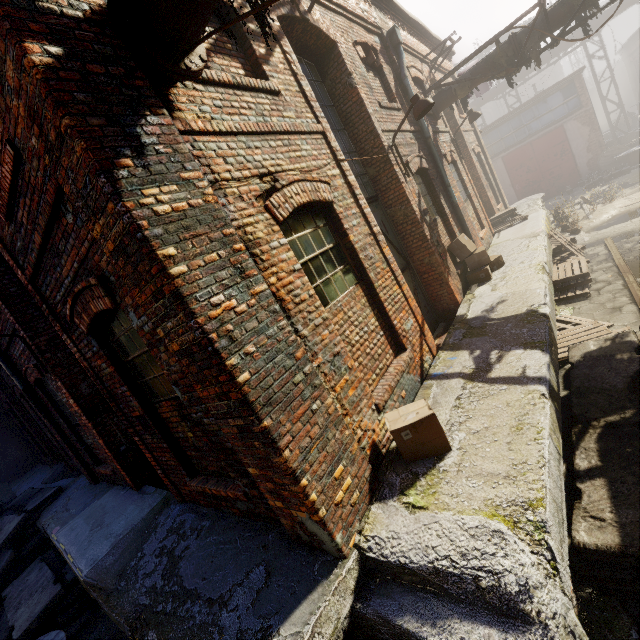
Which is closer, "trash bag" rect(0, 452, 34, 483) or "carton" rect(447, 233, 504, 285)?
"carton" rect(447, 233, 504, 285)

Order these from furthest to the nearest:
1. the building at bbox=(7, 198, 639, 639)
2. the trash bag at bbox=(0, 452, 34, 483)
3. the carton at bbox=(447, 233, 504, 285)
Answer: the trash bag at bbox=(0, 452, 34, 483), the carton at bbox=(447, 233, 504, 285), the building at bbox=(7, 198, 639, 639)

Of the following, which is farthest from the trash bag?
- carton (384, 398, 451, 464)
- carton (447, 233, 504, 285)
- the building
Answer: carton (447, 233, 504, 285)

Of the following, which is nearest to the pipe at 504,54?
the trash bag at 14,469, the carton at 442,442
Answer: the carton at 442,442

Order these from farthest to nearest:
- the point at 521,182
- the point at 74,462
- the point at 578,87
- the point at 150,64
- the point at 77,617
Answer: the point at 521,182, the point at 578,87, the point at 74,462, the point at 77,617, the point at 150,64

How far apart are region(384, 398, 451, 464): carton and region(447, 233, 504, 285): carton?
5.17m

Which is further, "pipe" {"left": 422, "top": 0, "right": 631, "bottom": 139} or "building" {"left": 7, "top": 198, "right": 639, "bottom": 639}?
"pipe" {"left": 422, "top": 0, "right": 631, "bottom": 139}

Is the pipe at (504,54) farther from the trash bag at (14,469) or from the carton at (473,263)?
the trash bag at (14,469)
